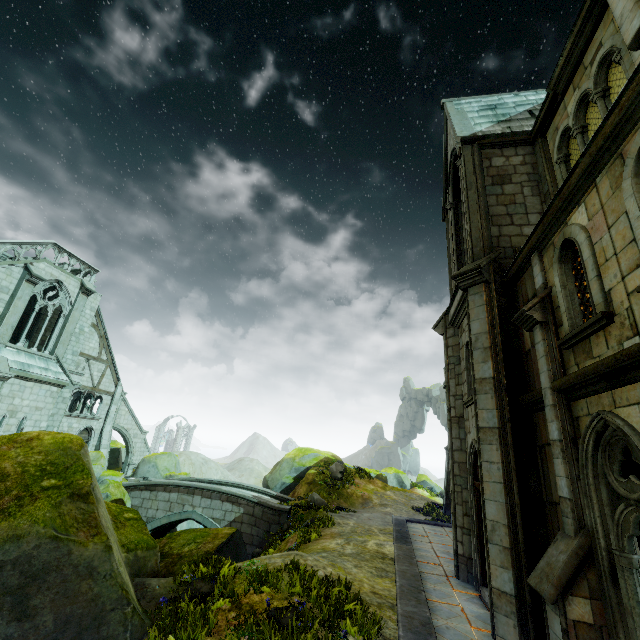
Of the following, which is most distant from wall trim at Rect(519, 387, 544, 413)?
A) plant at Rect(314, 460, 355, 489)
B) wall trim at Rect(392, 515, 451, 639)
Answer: plant at Rect(314, 460, 355, 489)

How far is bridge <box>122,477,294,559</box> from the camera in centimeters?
1841cm

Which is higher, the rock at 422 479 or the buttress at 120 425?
the rock at 422 479

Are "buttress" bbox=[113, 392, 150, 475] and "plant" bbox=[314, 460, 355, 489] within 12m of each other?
no

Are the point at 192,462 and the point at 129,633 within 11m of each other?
no

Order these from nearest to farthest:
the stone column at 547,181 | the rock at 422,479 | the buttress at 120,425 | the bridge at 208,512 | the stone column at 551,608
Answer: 1. the stone column at 551,608
2. the stone column at 547,181
3. the bridge at 208,512
4. the buttress at 120,425
5. the rock at 422,479

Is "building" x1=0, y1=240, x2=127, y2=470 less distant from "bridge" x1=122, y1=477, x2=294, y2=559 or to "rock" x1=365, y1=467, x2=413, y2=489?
"rock" x1=365, y1=467, x2=413, y2=489

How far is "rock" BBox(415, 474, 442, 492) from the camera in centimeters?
4319cm
